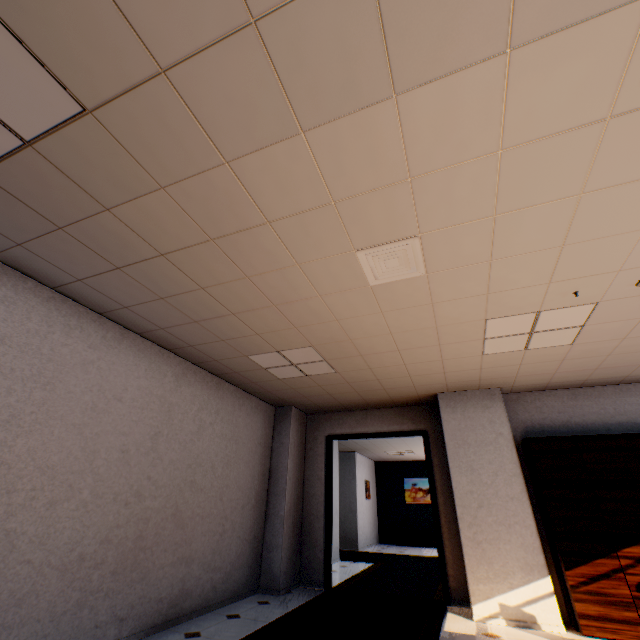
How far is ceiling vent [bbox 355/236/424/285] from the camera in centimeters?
248cm

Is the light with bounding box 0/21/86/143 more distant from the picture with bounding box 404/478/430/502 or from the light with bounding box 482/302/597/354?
the picture with bounding box 404/478/430/502

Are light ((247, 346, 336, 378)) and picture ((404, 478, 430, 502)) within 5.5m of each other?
no

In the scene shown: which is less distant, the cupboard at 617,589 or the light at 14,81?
the light at 14,81

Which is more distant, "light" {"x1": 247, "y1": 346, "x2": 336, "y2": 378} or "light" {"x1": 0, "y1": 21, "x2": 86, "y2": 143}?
"light" {"x1": 247, "y1": 346, "x2": 336, "y2": 378}

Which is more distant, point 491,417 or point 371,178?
point 491,417

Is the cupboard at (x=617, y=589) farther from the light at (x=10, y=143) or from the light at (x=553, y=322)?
the light at (x=10, y=143)

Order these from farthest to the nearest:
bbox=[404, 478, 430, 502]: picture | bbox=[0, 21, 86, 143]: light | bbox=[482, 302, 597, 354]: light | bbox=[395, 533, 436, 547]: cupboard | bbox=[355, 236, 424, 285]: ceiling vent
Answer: bbox=[404, 478, 430, 502]: picture
bbox=[395, 533, 436, 547]: cupboard
bbox=[482, 302, 597, 354]: light
bbox=[355, 236, 424, 285]: ceiling vent
bbox=[0, 21, 86, 143]: light
